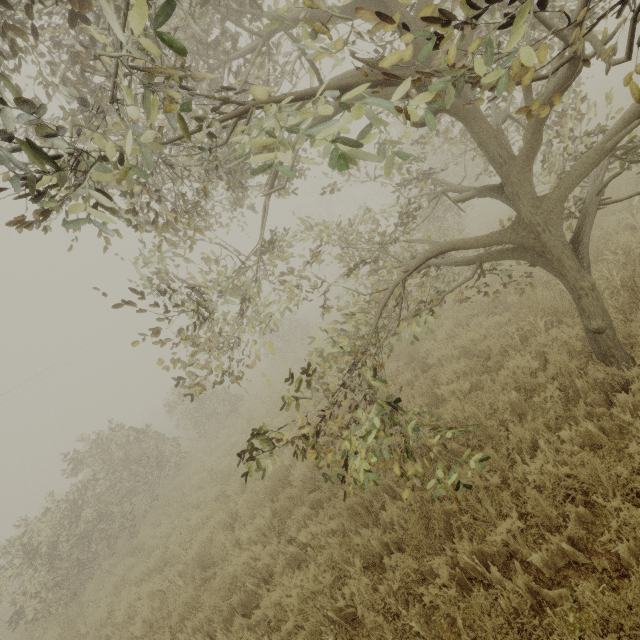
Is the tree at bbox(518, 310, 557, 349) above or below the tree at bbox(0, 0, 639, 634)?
below

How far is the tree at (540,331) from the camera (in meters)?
4.91

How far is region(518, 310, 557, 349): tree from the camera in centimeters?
491cm

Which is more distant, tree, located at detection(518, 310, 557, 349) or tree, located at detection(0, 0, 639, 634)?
tree, located at detection(518, 310, 557, 349)

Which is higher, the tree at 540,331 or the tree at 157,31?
the tree at 157,31

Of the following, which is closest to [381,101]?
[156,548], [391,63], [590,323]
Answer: [391,63]
